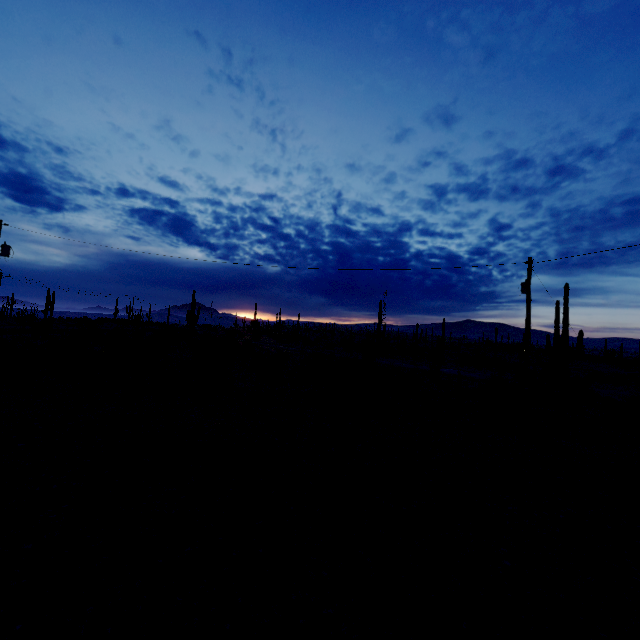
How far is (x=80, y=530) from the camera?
5.4m
